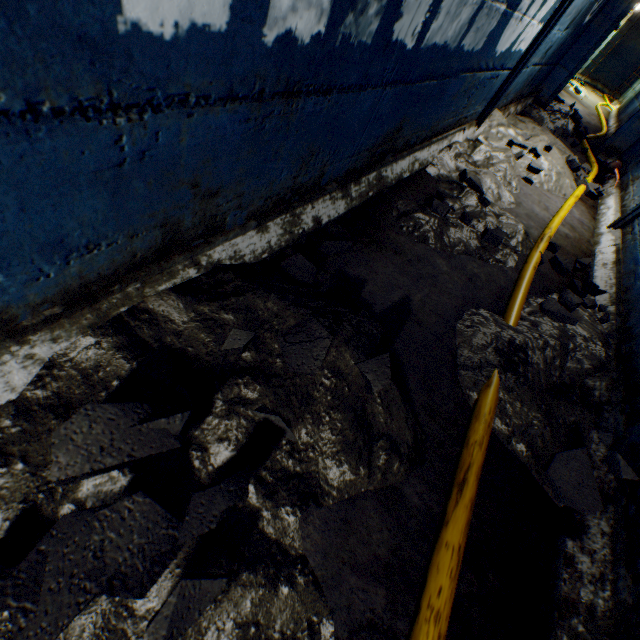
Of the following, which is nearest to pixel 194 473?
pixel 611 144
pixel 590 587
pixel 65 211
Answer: pixel 65 211

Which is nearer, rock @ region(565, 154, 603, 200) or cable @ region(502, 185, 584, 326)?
cable @ region(502, 185, 584, 326)

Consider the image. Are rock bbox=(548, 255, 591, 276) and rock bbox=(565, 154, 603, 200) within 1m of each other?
no

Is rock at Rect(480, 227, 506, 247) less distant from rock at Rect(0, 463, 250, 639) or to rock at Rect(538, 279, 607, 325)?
rock at Rect(538, 279, 607, 325)

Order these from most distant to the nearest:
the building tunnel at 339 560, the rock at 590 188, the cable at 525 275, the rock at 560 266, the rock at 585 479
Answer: the rock at 590 188, the rock at 560 266, the cable at 525 275, the rock at 585 479, the building tunnel at 339 560

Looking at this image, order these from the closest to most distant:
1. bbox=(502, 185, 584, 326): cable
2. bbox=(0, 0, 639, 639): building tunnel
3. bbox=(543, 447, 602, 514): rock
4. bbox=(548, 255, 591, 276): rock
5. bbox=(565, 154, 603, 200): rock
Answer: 1. bbox=(0, 0, 639, 639): building tunnel
2. bbox=(543, 447, 602, 514): rock
3. bbox=(502, 185, 584, 326): cable
4. bbox=(548, 255, 591, 276): rock
5. bbox=(565, 154, 603, 200): rock

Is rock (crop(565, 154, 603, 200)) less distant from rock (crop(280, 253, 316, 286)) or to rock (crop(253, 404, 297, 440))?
rock (crop(280, 253, 316, 286))

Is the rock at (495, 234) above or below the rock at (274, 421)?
above
